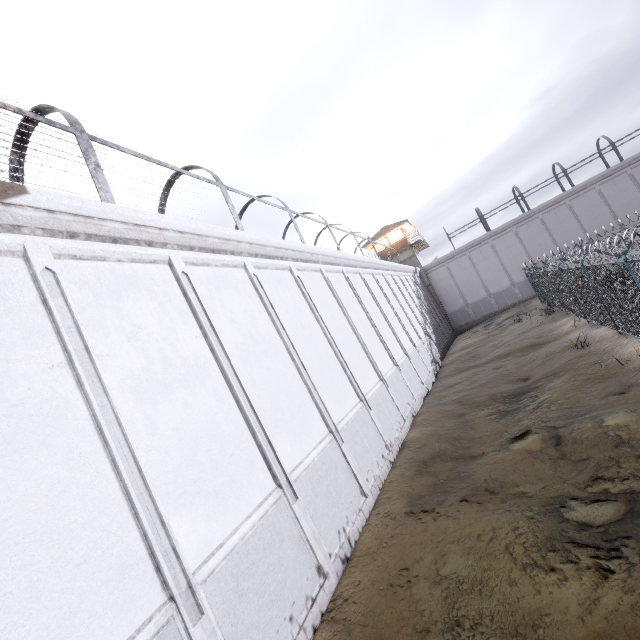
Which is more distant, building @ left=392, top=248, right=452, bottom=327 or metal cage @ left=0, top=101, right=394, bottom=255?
building @ left=392, top=248, right=452, bottom=327

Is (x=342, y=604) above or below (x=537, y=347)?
above

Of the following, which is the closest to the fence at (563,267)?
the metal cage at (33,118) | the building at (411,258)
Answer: the metal cage at (33,118)

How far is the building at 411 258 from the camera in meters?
37.7

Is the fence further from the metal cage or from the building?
the building

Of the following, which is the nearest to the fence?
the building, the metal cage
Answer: the metal cage

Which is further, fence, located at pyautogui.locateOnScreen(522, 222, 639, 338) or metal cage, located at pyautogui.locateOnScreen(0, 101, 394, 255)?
fence, located at pyautogui.locateOnScreen(522, 222, 639, 338)

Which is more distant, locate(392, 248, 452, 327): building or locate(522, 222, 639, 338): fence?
locate(392, 248, 452, 327): building
